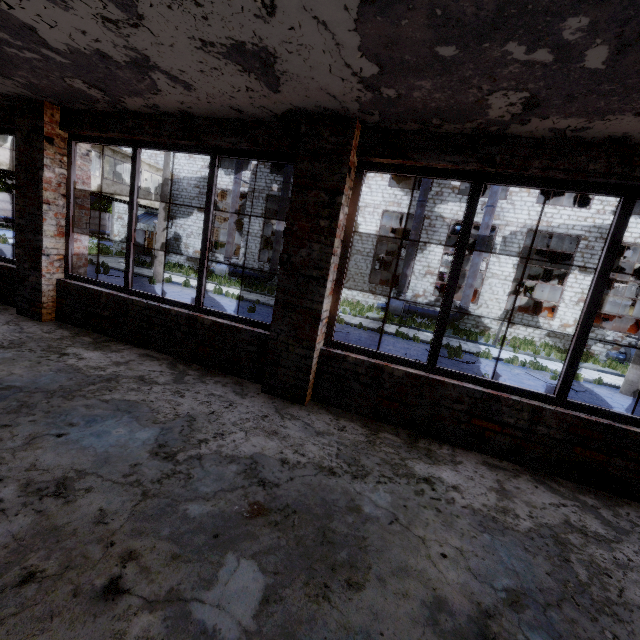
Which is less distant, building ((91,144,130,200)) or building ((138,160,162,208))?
building ((91,144,130,200))

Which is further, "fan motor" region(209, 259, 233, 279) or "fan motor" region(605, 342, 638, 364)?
"fan motor" region(209, 259, 233, 279)

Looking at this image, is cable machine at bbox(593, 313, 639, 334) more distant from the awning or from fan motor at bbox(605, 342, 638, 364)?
the awning

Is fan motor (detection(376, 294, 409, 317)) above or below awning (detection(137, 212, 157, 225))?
below

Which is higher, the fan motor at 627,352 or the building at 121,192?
the building at 121,192

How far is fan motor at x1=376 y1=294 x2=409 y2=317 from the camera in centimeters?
2114cm

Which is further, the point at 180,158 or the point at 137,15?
the point at 180,158

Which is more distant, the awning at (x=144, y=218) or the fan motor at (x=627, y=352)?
the awning at (x=144, y=218)
